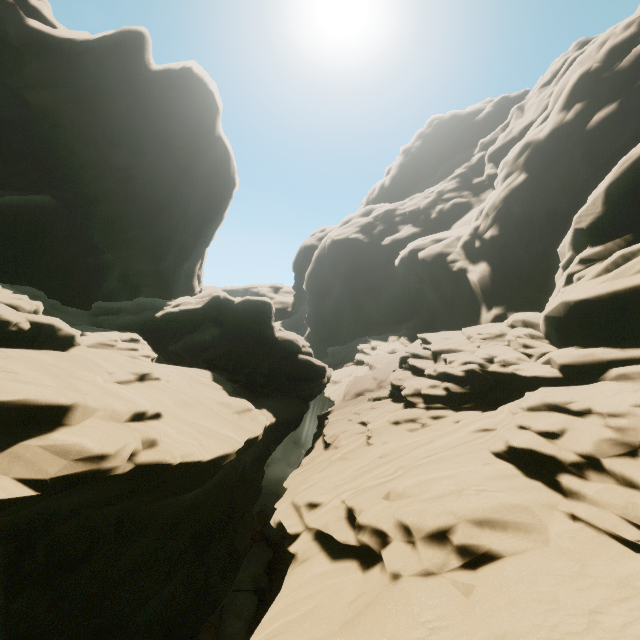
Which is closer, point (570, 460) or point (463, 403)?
point (570, 460)
